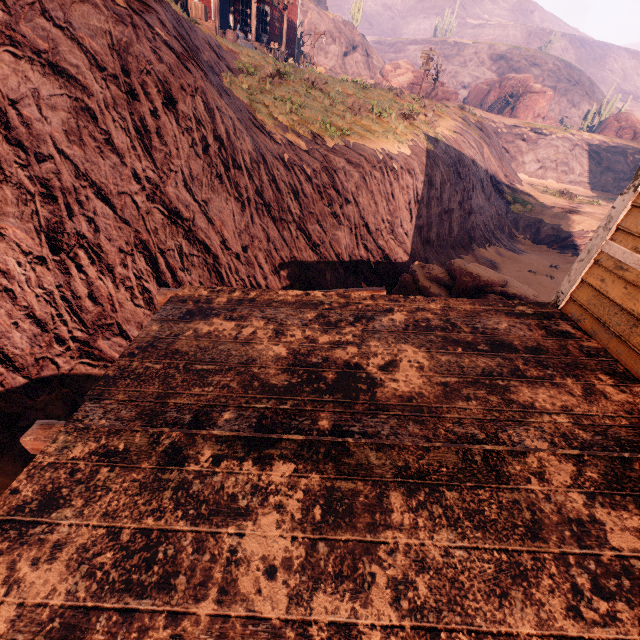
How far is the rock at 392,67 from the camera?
25.9 meters

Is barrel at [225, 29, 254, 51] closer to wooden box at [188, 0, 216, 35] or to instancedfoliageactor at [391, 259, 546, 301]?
wooden box at [188, 0, 216, 35]

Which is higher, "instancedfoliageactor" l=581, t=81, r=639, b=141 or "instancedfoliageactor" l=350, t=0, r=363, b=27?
"instancedfoliageactor" l=350, t=0, r=363, b=27

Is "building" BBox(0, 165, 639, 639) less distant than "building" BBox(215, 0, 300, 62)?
Yes

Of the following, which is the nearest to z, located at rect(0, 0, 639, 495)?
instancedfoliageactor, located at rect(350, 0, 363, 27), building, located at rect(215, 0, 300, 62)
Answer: building, located at rect(215, 0, 300, 62)

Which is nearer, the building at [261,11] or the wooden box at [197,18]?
the wooden box at [197,18]

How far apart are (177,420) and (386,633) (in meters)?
1.66

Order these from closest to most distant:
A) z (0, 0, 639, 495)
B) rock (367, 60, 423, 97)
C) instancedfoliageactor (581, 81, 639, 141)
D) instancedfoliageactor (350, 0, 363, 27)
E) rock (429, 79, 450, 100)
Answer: z (0, 0, 639, 495) → rock (367, 60, 423, 97) → rock (429, 79, 450, 100) → instancedfoliageactor (581, 81, 639, 141) → instancedfoliageactor (350, 0, 363, 27)
